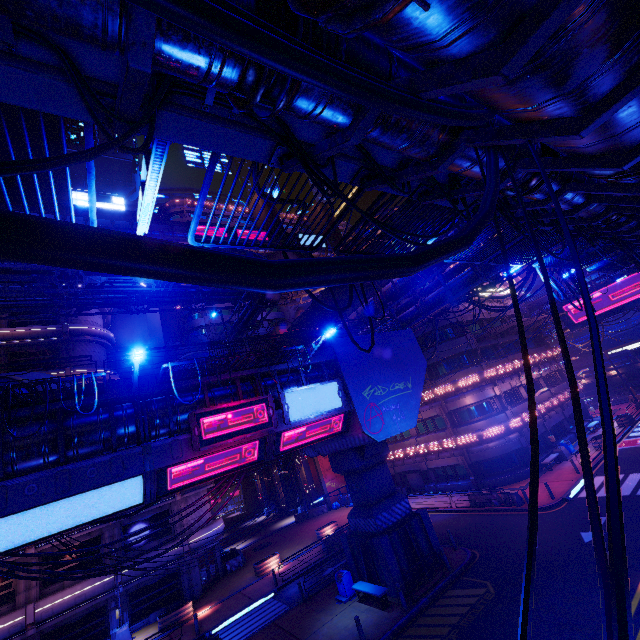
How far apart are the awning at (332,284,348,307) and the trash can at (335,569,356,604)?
18.2 meters

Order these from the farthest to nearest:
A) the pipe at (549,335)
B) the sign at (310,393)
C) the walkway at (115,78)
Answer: the pipe at (549,335) → the sign at (310,393) → the walkway at (115,78)

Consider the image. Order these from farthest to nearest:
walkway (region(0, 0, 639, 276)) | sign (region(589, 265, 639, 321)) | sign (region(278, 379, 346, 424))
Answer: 1. sign (region(589, 265, 639, 321))
2. sign (region(278, 379, 346, 424))
3. walkway (region(0, 0, 639, 276))

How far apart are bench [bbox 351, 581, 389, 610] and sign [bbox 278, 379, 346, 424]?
9.0 meters

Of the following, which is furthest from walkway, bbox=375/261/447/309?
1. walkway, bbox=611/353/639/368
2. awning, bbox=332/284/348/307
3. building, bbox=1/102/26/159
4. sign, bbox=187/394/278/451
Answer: walkway, bbox=611/353/639/368

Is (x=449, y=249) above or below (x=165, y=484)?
above

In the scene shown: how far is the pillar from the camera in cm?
1717

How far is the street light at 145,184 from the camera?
3.9m
